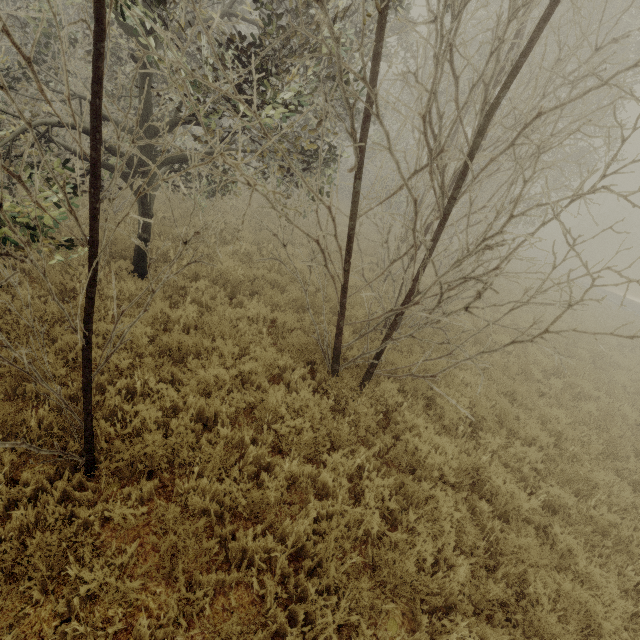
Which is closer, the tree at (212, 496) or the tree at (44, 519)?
the tree at (44, 519)

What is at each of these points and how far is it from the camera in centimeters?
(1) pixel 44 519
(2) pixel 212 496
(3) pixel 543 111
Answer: (1) tree, 318cm
(2) tree, 379cm
(3) tree, 364cm

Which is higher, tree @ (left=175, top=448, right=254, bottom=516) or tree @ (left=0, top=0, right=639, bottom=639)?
tree @ (left=0, top=0, right=639, bottom=639)

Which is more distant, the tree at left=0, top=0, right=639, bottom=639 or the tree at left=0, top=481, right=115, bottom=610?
the tree at left=0, top=0, right=639, bottom=639

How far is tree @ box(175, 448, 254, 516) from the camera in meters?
3.6 m

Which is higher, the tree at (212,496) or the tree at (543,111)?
the tree at (543,111)
